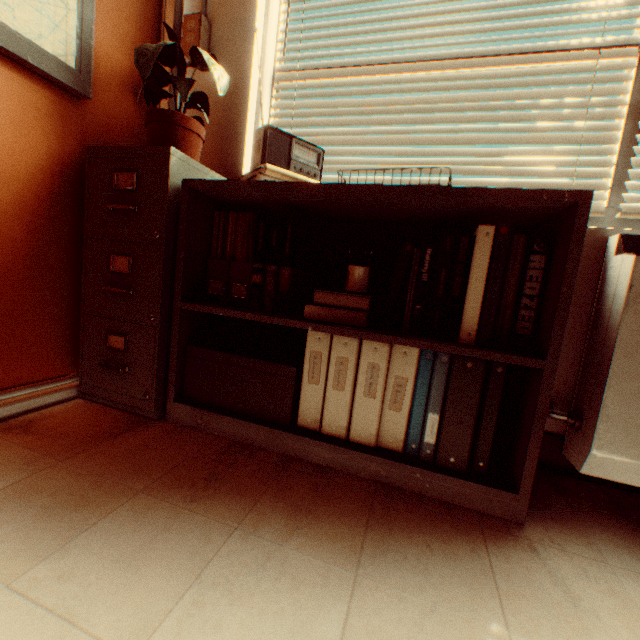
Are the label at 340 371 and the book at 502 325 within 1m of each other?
yes

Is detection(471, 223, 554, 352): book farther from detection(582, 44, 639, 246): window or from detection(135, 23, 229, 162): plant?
detection(135, 23, 229, 162): plant

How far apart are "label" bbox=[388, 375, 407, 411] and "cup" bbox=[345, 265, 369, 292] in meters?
0.3 m

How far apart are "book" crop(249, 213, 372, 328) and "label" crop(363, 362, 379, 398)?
0.4m

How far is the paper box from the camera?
1.3m

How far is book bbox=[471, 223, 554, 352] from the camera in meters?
1.1

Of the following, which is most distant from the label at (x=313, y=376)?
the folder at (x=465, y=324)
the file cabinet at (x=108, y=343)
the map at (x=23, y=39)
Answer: the map at (x=23, y=39)

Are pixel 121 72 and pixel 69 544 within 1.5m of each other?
no
